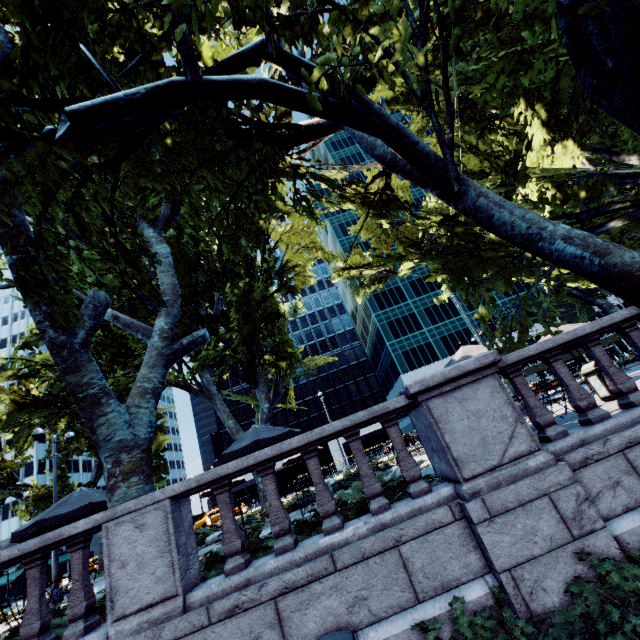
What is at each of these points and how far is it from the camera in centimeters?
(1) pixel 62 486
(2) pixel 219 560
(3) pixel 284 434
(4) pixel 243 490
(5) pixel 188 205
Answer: (1) tree, 1964cm
(2) bush, 551cm
(3) umbrella, 924cm
(4) building, 5262cm
(5) tree, 886cm

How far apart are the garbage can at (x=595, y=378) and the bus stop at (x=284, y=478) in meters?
22.9 m

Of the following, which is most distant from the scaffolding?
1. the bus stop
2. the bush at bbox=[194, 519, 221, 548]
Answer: the bush at bbox=[194, 519, 221, 548]

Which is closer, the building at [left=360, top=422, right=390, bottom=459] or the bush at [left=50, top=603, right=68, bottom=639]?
the bush at [left=50, top=603, right=68, bottom=639]

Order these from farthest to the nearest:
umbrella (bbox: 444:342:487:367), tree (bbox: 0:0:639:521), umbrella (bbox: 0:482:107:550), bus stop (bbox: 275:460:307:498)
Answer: bus stop (bbox: 275:460:307:498) → umbrella (bbox: 444:342:487:367) → umbrella (bbox: 0:482:107:550) → tree (bbox: 0:0:639:521)

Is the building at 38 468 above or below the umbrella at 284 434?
above

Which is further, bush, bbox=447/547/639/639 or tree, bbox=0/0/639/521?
tree, bbox=0/0/639/521

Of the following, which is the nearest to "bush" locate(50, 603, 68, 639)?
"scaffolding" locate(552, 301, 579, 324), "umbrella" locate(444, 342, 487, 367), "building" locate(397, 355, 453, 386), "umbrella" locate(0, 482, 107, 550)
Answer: "umbrella" locate(0, 482, 107, 550)
